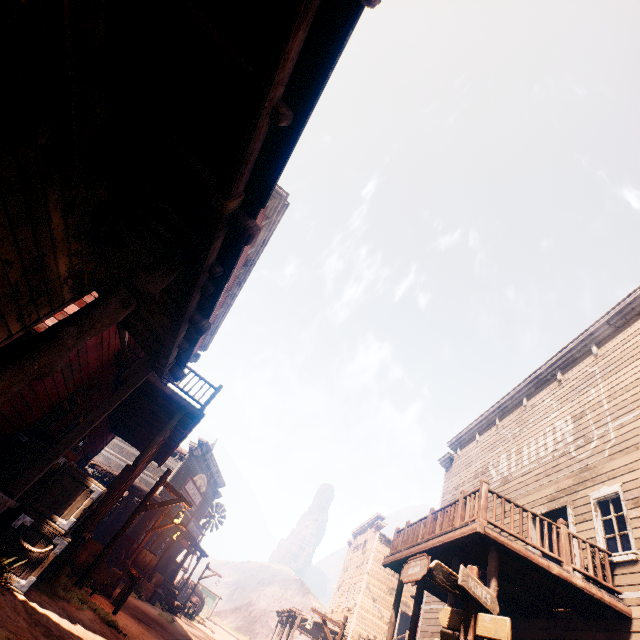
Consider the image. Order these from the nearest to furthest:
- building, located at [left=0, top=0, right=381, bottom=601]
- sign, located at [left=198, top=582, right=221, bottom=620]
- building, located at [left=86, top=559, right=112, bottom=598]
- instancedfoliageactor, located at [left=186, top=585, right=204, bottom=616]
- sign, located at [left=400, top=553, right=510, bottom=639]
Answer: building, located at [left=0, top=0, right=381, bottom=601] < sign, located at [left=400, top=553, right=510, bottom=639] < building, located at [left=86, top=559, right=112, bottom=598] < instancedfoliageactor, located at [left=186, top=585, right=204, bottom=616] < sign, located at [left=198, top=582, right=221, bottom=620]

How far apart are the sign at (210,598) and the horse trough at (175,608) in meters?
24.6

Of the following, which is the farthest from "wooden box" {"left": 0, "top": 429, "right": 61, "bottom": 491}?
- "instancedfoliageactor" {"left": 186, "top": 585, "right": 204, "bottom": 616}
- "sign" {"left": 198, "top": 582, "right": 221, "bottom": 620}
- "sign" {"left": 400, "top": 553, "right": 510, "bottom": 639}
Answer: "sign" {"left": 198, "top": 582, "right": 221, "bottom": 620}

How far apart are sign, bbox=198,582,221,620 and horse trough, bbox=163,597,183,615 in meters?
24.6

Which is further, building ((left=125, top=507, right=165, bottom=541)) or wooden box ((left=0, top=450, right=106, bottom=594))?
building ((left=125, top=507, right=165, bottom=541))

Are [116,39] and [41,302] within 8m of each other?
yes

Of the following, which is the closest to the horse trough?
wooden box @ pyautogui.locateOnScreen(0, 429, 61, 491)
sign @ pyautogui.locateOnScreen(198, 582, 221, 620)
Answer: wooden box @ pyautogui.locateOnScreen(0, 429, 61, 491)

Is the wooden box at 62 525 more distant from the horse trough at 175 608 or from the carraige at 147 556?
the horse trough at 175 608
